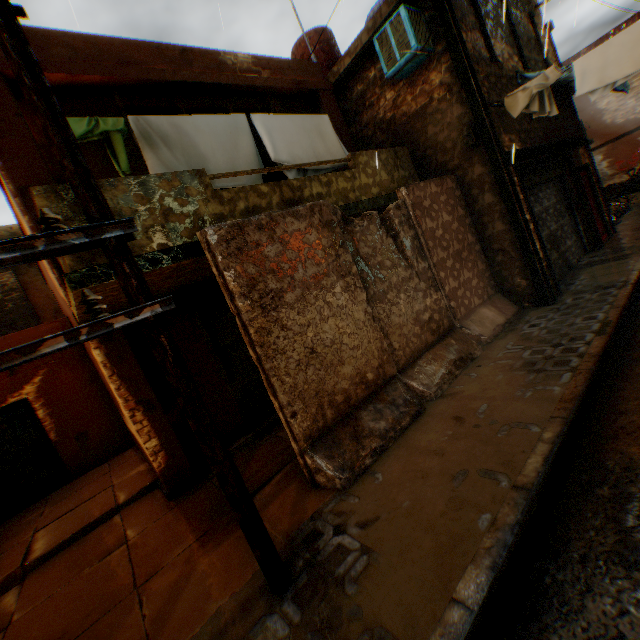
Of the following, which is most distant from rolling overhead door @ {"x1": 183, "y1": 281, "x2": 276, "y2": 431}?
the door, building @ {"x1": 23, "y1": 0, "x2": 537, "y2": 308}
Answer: the door

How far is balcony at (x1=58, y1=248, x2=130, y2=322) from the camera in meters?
3.4 m

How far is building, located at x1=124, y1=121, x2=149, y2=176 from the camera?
5.3m

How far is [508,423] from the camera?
3.7 meters

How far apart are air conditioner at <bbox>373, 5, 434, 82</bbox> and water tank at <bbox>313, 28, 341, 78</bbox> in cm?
441

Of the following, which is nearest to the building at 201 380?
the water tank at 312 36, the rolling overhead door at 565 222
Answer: the rolling overhead door at 565 222

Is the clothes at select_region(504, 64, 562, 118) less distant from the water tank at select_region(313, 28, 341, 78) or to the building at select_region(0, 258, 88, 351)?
the building at select_region(0, 258, 88, 351)

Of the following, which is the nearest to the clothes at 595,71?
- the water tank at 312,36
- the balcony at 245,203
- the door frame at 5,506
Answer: the balcony at 245,203
